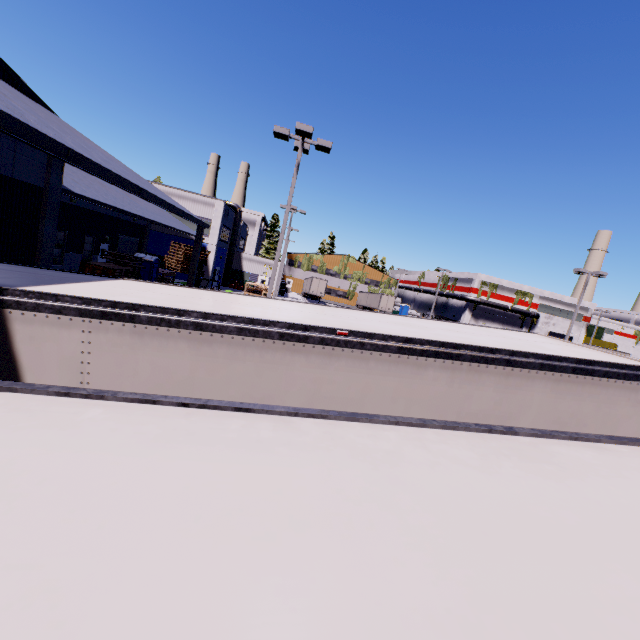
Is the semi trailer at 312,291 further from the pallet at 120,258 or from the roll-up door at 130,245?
the pallet at 120,258

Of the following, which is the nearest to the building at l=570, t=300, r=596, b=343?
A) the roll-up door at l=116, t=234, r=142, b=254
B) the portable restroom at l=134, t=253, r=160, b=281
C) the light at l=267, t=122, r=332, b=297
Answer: the roll-up door at l=116, t=234, r=142, b=254

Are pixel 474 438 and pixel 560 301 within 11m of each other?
no

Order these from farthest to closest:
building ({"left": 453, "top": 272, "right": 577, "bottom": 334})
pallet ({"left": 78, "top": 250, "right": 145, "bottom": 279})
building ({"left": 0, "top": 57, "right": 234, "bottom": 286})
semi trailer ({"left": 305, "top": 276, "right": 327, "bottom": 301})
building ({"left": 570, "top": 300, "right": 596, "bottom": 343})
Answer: building ({"left": 570, "top": 300, "right": 596, "bottom": 343}), building ({"left": 453, "top": 272, "right": 577, "bottom": 334}), semi trailer ({"left": 305, "top": 276, "right": 327, "bottom": 301}), pallet ({"left": 78, "top": 250, "right": 145, "bottom": 279}), building ({"left": 0, "top": 57, "right": 234, "bottom": 286})

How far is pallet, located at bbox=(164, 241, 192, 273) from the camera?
22.19m

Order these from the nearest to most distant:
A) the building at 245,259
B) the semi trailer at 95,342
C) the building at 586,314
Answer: the semi trailer at 95,342
the building at 245,259
the building at 586,314

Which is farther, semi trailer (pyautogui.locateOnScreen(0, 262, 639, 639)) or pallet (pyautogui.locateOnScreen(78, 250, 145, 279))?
pallet (pyautogui.locateOnScreen(78, 250, 145, 279))

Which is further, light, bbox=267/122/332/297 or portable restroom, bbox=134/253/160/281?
portable restroom, bbox=134/253/160/281
